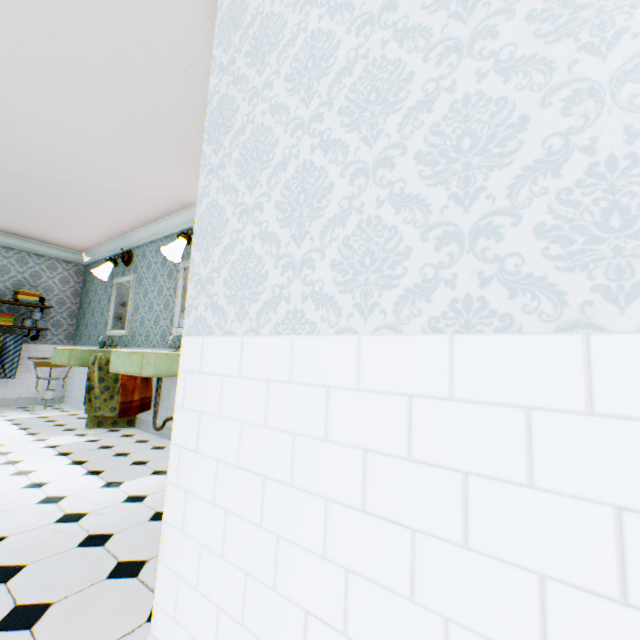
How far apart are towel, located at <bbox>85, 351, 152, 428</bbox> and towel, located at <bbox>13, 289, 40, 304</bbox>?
2.60m

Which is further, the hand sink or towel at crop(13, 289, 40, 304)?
towel at crop(13, 289, 40, 304)

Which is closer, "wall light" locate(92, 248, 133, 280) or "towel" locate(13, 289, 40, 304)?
"wall light" locate(92, 248, 133, 280)

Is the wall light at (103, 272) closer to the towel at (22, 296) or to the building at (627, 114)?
the building at (627, 114)

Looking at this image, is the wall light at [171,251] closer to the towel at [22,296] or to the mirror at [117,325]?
the mirror at [117,325]

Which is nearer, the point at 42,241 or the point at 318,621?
the point at 318,621

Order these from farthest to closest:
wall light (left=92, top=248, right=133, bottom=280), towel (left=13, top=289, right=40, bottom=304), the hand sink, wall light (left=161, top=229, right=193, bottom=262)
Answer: towel (left=13, top=289, right=40, bottom=304) < wall light (left=92, top=248, right=133, bottom=280) < wall light (left=161, top=229, right=193, bottom=262) < the hand sink

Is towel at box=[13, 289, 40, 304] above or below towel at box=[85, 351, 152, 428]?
above
